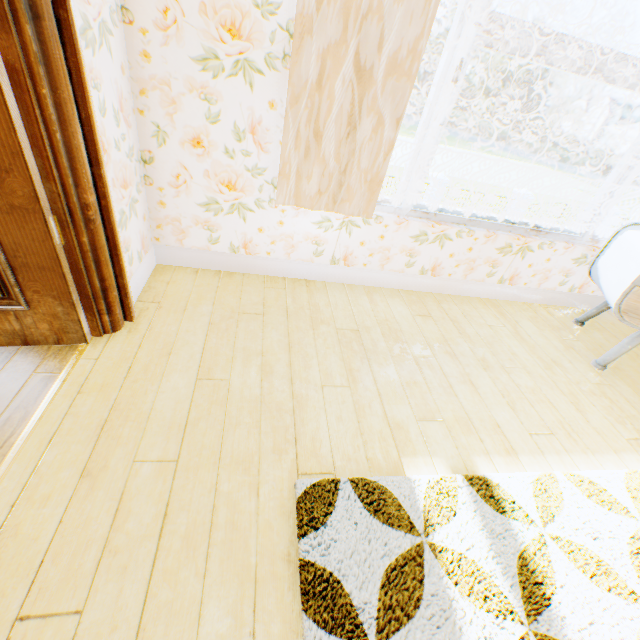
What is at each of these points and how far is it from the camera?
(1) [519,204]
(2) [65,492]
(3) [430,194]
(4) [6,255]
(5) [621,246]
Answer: (1) gate, 17.72m
(2) building, 1.20m
(3) fence column, 16.77m
(4) childactor, 1.38m
(5) cabinet, 2.44m

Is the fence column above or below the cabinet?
below

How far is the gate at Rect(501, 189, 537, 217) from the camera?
17.5m

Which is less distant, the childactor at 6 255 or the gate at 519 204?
the childactor at 6 255

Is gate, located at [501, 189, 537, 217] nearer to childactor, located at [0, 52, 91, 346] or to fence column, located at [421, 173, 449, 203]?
fence column, located at [421, 173, 449, 203]

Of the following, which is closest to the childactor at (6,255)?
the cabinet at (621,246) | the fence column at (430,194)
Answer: the cabinet at (621,246)

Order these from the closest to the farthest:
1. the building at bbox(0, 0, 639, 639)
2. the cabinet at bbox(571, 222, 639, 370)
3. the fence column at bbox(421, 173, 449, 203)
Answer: the building at bbox(0, 0, 639, 639) < the cabinet at bbox(571, 222, 639, 370) < the fence column at bbox(421, 173, 449, 203)

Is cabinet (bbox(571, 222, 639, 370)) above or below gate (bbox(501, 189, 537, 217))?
above
